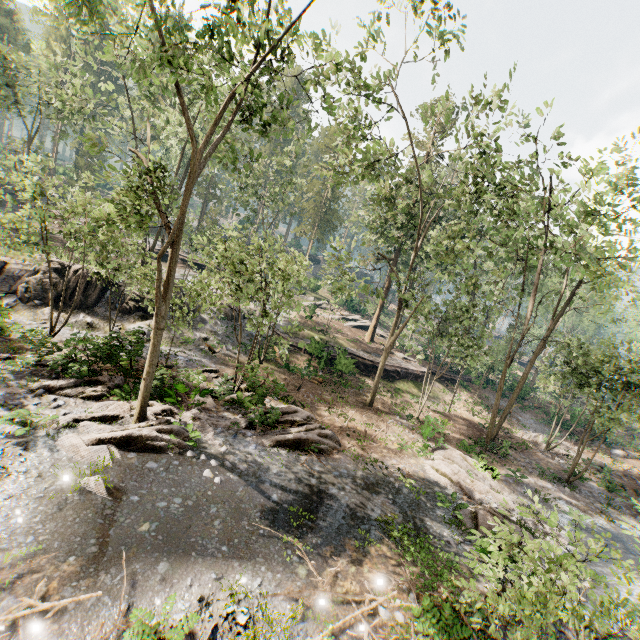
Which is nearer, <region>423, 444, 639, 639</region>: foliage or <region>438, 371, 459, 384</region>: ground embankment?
<region>423, 444, 639, 639</region>: foliage

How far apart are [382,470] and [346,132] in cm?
1991

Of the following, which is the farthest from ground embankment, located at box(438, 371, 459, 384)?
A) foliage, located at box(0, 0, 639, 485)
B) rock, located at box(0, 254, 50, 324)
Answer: rock, located at box(0, 254, 50, 324)

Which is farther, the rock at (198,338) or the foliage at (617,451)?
the foliage at (617,451)

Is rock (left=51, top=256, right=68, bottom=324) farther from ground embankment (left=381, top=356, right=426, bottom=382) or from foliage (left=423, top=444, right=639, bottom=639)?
ground embankment (left=381, top=356, right=426, bottom=382)

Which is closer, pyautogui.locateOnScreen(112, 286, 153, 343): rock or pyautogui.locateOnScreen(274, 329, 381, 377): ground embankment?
pyautogui.locateOnScreen(112, 286, 153, 343): rock

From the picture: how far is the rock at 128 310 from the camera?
16.7m

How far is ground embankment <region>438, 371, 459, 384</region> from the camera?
34.5m
